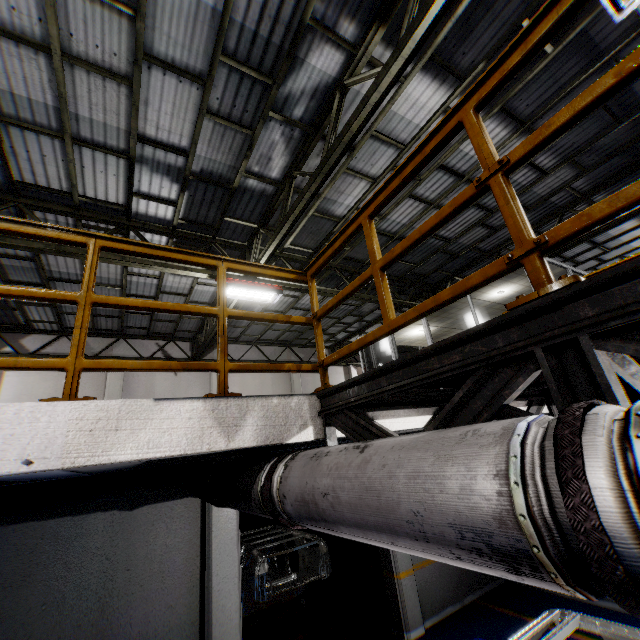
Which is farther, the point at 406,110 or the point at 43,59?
the point at 406,110

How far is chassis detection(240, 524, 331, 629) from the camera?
6.71m

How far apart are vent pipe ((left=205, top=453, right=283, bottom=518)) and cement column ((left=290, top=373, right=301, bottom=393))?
11.33m

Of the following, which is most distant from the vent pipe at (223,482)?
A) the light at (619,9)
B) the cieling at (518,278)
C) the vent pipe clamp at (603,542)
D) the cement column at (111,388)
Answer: the cement column at (111,388)

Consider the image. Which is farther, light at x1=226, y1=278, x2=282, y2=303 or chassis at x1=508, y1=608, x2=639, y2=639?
light at x1=226, y1=278, x2=282, y2=303

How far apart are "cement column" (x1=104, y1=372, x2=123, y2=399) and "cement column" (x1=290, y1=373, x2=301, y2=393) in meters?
7.3

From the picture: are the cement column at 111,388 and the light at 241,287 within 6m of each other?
no

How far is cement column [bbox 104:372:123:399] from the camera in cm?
1218
